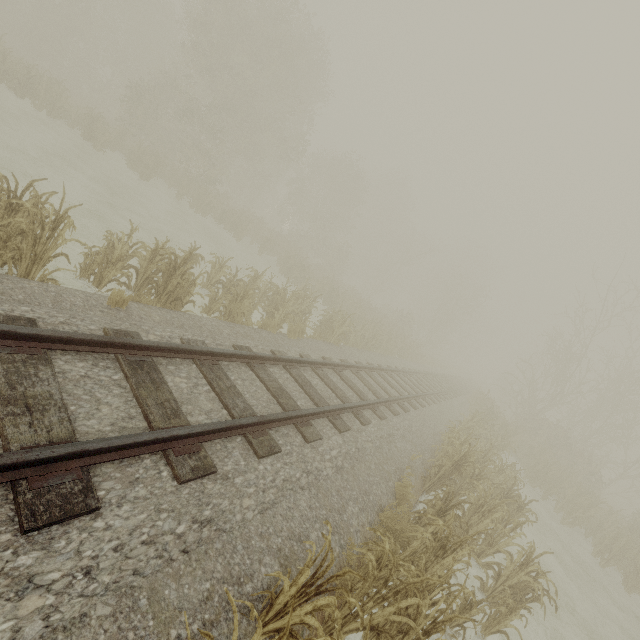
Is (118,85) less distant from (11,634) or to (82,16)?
(82,16)
